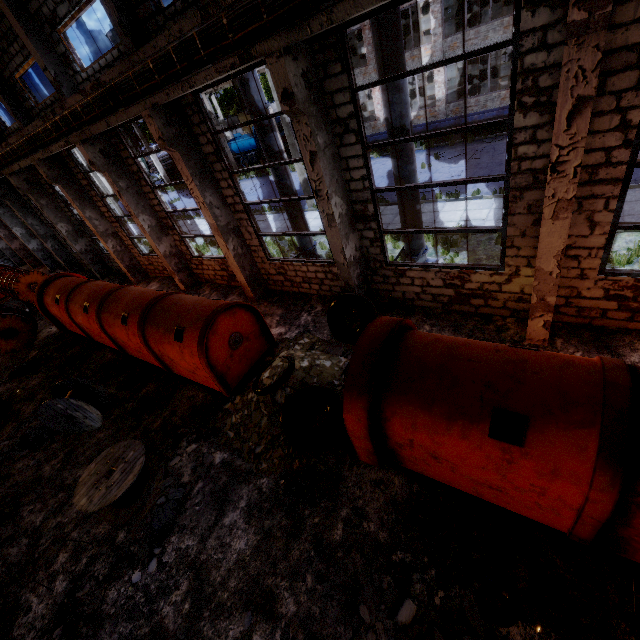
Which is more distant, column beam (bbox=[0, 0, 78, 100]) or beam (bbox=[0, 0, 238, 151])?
column beam (bbox=[0, 0, 78, 100])

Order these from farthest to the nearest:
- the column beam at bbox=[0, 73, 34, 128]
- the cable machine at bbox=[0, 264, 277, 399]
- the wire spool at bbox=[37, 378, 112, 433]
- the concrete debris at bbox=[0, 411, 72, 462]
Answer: the column beam at bbox=[0, 73, 34, 128] → the concrete debris at bbox=[0, 411, 72, 462] → the wire spool at bbox=[37, 378, 112, 433] → the cable machine at bbox=[0, 264, 277, 399]

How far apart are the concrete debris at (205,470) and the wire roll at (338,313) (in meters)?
4.31

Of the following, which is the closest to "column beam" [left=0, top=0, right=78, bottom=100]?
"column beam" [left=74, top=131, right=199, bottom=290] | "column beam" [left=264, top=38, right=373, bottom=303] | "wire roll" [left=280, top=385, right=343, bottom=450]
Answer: "column beam" [left=74, top=131, right=199, bottom=290]

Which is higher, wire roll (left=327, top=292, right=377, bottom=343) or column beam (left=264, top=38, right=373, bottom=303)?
column beam (left=264, top=38, right=373, bottom=303)

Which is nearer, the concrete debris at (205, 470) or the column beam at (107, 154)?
the concrete debris at (205, 470)

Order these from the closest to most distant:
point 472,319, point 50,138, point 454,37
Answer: point 472,319 → point 50,138 → point 454,37

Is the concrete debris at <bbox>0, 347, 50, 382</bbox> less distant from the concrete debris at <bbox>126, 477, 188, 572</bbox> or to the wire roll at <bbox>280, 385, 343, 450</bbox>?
the concrete debris at <bbox>126, 477, 188, 572</bbox>
